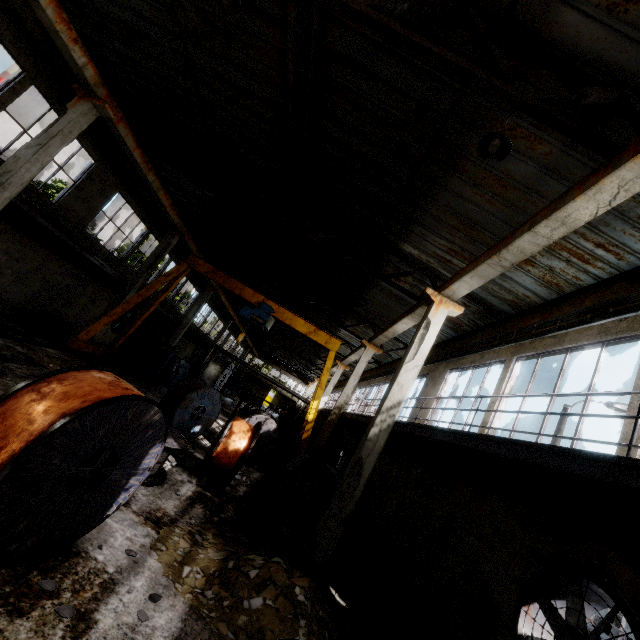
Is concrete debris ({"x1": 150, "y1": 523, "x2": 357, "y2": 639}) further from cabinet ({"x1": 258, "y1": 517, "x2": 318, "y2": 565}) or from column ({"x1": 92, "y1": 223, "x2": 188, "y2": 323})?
column ({"x1": 92, "y1": 223, "x2": 188, "y2": 323})

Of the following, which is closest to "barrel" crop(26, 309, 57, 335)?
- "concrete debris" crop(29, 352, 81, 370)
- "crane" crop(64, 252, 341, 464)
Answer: "crane" crop(64, 252, 341, 464)

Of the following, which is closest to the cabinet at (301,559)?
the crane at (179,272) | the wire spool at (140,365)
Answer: the crane at (179,272)

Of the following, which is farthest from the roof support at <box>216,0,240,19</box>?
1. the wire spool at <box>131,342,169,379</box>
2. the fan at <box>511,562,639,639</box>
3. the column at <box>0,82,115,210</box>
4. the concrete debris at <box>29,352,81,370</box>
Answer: the wire spool at <box>131,342,169,379</box>

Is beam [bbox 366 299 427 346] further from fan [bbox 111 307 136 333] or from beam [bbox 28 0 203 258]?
fan [bbox 111 307 136 333]

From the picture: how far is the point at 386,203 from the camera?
10.0m

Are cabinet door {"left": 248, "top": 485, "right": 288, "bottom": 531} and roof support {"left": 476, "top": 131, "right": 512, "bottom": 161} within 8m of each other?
yes

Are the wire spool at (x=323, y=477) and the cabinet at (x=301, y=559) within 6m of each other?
yes
